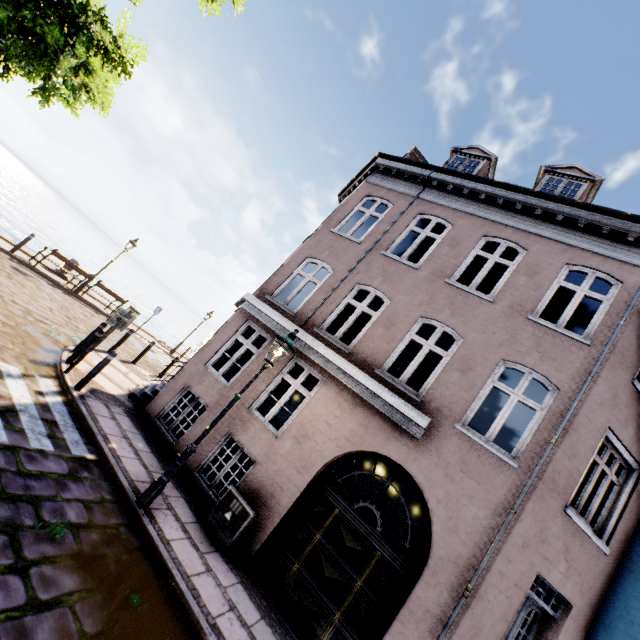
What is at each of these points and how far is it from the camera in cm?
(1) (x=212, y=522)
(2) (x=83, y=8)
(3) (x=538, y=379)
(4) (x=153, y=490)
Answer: (1) electrical box, 639
(2) tree, 416
(3) building, 656
(4) street light, 536

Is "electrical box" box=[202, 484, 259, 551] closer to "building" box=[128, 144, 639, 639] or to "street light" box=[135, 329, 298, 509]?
"building" box=[128, 144, 639, 639]

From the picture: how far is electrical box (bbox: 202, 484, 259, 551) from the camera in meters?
6.2

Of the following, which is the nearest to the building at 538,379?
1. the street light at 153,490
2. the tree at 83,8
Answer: the street light at 153,490

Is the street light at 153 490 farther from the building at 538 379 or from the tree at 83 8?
the tree at 83 8

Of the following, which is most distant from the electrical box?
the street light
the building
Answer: the street light

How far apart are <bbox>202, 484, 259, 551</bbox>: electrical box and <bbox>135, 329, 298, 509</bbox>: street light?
1.5m

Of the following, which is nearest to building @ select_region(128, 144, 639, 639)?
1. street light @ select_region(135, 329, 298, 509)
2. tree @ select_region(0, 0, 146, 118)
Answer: street light @ select_region(135, 329, 298, 509)
